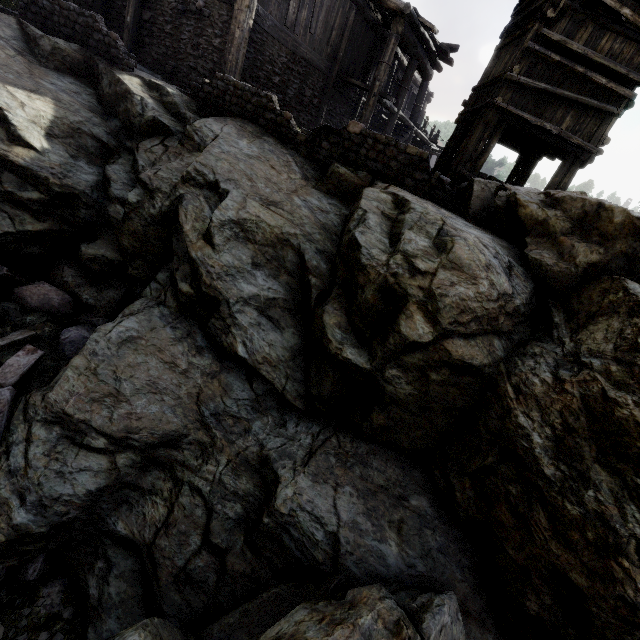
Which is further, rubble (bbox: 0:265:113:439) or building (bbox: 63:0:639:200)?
building (bbox: 63:0:639:200)

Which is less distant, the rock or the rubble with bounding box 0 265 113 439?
the rock

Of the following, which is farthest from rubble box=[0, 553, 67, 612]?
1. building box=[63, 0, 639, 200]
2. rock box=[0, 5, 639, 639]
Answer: building box=[63, 0, 639, 200]

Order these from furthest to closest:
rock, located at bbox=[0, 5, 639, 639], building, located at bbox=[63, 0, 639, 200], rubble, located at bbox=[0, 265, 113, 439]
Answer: building, located at bbox=[63, 0, 639, 200], rubble, located at bbox=[0, 265, 113, 439], rock, located at bbox=[0, 5, 639, 639]

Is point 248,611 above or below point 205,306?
below

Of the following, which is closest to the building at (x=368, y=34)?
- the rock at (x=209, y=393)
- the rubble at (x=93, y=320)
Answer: the rock at (x=209, y=393)
